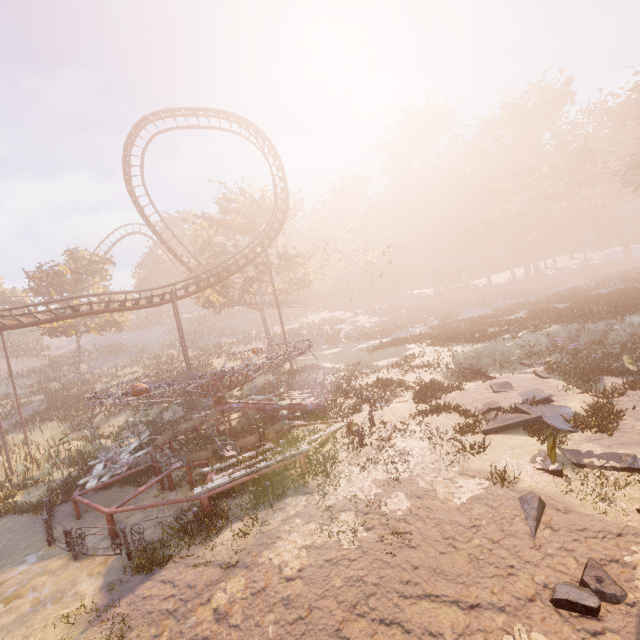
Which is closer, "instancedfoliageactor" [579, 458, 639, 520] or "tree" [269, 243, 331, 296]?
"instancedfoliageactor" [579, 458, 639, 520]

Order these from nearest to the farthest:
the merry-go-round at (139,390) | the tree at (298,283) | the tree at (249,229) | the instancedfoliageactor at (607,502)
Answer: the instancedfoliageactor at (607,502) → the merry-go-round at (139,390) → the tree at (249,229) → the tree at (298,283)

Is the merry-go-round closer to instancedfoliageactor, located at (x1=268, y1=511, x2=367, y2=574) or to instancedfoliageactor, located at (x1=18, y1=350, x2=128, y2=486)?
instancedfoliageactor, located at (x1=268, y1=511, x2=367, y2=574)

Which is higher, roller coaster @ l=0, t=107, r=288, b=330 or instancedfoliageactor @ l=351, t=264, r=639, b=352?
roller coaster @ l=0, t=107, r=288, b=330

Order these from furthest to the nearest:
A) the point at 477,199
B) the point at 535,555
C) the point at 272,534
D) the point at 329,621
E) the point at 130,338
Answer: the point at 130,338 < the point at 477,199 < the point at 272,534 < the point at 535,555 < the point at 329,621

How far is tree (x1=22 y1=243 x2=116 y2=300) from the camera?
35.2 meters

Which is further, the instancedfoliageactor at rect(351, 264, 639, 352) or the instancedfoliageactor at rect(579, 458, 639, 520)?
the instancedfoliageactor at rect(351, 264, 639, 352)

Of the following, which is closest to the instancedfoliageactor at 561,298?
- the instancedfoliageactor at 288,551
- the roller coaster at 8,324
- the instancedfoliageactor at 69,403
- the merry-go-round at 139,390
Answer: the merry-go-round at 139,390
